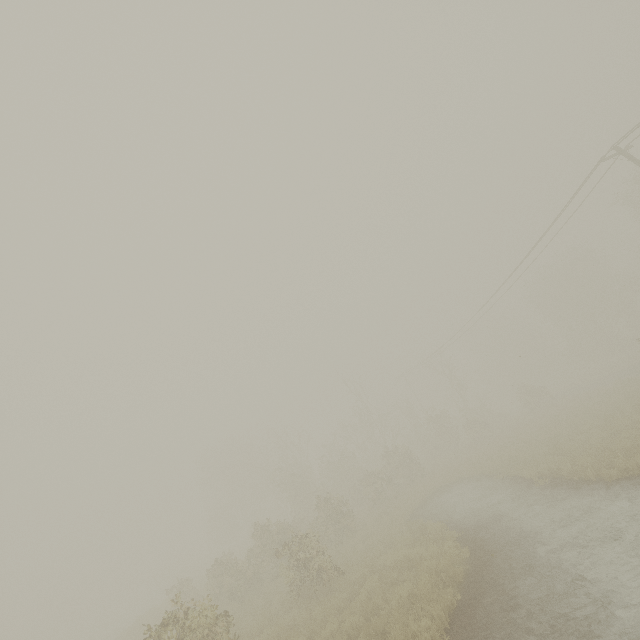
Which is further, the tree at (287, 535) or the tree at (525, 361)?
the tree at (525, 361)

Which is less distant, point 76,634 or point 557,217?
point 557,217

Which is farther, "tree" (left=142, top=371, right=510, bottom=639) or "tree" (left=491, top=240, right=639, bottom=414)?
"tree" (left=491, top=240, right=639, bottom=414)
